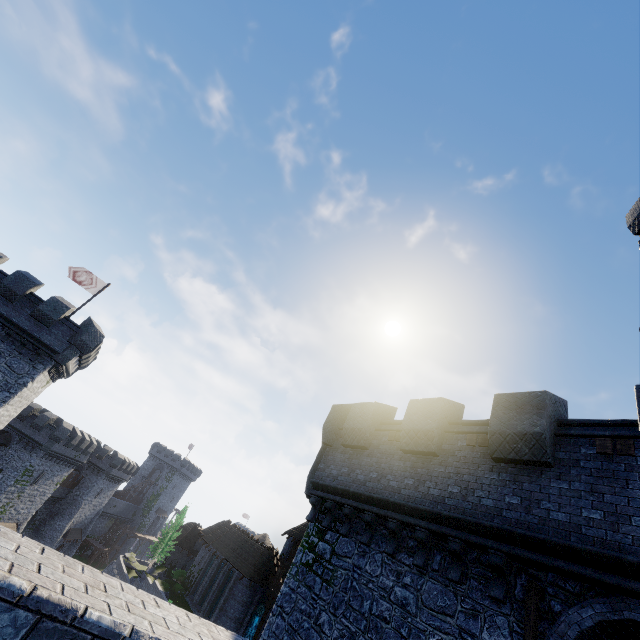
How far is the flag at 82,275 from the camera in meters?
25.7 m

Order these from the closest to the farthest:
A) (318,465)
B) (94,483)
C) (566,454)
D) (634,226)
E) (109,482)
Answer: (566,454)
(318,465)
(634,226)
(94,483)
(109,482)

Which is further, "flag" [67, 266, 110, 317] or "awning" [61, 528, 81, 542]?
"awning" [61, 528, 81, 542]

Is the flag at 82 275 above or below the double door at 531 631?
above

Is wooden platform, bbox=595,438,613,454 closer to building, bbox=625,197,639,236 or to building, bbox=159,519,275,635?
building, bbox=625,197,639,236

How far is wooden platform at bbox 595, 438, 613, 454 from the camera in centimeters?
680cm

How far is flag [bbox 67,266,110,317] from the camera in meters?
25.7

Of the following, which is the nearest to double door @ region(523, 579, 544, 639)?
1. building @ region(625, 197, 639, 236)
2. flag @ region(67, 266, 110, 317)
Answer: building @ region(625, 197, 639, 236)
